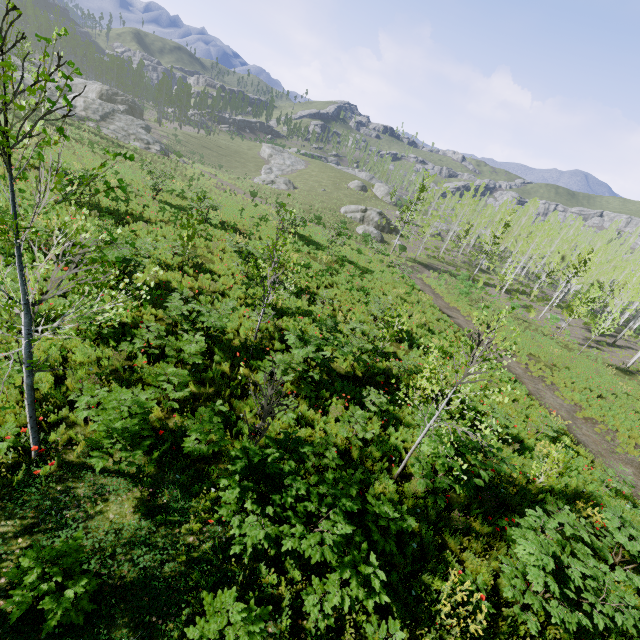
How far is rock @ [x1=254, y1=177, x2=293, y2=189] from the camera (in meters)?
57.08

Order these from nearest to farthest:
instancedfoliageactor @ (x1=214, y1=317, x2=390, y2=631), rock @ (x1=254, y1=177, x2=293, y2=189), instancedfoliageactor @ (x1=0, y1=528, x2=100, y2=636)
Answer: instancedfoliageactor @ (x1=0, y1=528, x2=100, y2=636) < instancedfoliageactor @ (x1=214, y1=317, x2=390, y2=631) < rock @ (x1=254, y1=177, x2=293, y2=189)

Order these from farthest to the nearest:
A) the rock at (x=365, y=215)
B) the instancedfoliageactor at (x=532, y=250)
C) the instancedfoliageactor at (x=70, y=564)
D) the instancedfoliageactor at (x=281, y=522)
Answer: the rock at (x=365, y=215) < the instancedfoliageactor at (x=532, y=250) < the instancedfoliageactor at (x=281, y=522) < the instancedfoliageactor at (x=70, y=564)

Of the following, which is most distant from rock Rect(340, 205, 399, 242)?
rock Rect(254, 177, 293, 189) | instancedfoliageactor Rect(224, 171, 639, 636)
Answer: instancedfoliageactor Rect(224, 171, 639, 636)

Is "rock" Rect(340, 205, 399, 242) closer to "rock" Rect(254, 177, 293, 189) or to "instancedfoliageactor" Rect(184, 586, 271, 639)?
"rock" Rect(254, 177, 293, 189)

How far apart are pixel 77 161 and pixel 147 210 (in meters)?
10.17

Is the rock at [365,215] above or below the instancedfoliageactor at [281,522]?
below
